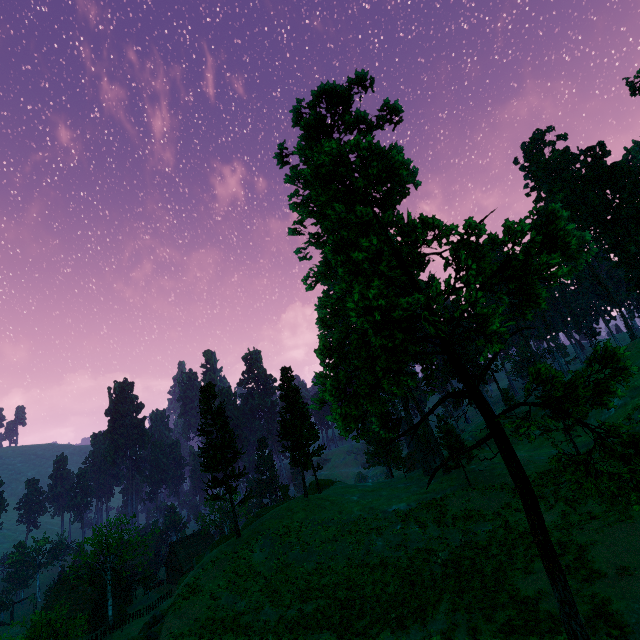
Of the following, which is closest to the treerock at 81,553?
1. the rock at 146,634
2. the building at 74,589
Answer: the building at 74,589

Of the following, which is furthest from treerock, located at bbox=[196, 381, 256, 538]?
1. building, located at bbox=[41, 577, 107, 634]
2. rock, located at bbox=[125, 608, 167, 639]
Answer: rock, located at bbox=[125, 608, 167, 639]

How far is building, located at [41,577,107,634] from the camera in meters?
55.2

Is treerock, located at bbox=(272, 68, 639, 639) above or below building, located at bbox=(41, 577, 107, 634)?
above

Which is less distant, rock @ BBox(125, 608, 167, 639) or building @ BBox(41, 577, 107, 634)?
rock @ BBox(125, 608, 167, 639)

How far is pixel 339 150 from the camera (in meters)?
9.12

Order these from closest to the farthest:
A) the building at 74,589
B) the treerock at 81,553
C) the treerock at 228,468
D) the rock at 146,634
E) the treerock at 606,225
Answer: the treerock at 606,225
the rock at 146,634
the treerock at 228,468
the treerock at 81,553
the building at 74,589

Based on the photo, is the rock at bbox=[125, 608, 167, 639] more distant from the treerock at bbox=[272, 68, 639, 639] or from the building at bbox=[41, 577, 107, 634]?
the building at bbox=[41, 577, 107, 634]
